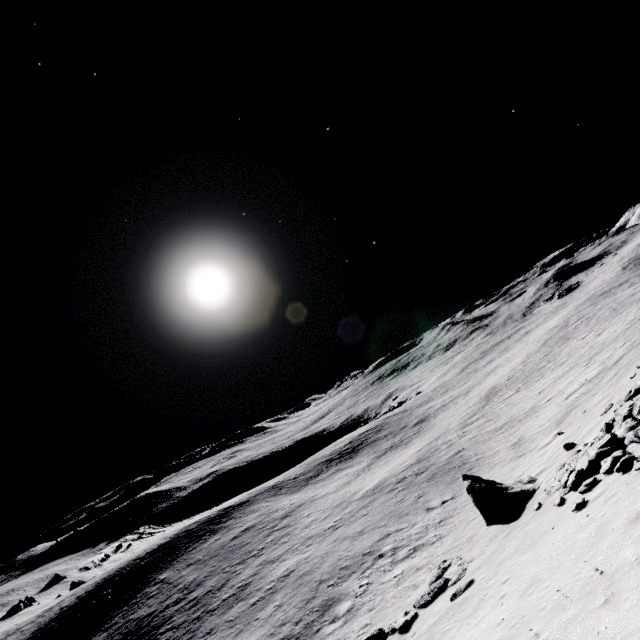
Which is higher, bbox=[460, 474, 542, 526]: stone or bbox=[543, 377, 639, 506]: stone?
bbox=[543, 377, 639, 506]: stone

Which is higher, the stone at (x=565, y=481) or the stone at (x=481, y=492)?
the stone at (x=565, y=481)

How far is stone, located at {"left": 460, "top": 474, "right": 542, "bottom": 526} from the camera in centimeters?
1482cm

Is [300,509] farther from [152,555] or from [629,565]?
[629,565]

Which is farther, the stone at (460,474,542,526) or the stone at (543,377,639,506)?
the stone at (460,474,542,526)

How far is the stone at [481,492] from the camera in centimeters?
1482cm
